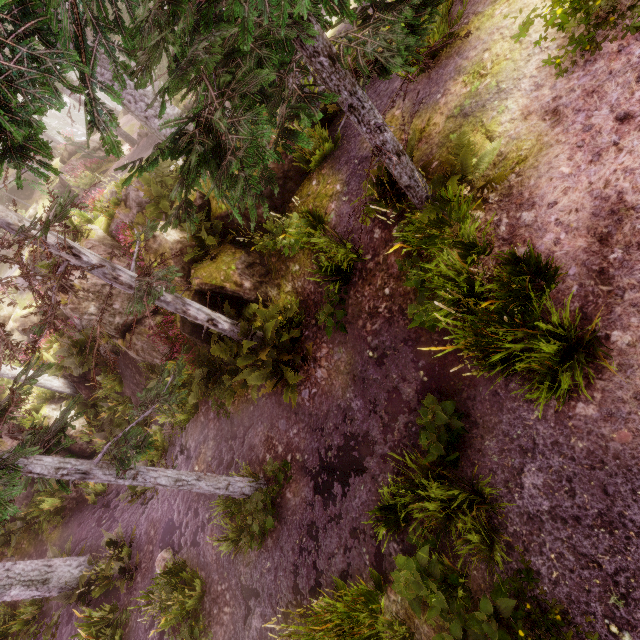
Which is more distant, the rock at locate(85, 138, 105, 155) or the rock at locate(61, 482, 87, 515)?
the rock at locate(85, 138, 105, 155)

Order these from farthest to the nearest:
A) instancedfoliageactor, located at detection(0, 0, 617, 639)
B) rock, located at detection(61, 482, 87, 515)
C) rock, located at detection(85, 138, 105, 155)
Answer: rock, located at detection(85, 138, 105, 155) → rock, located at detection(61, 482, 87, 515) → instancedfoliageactor, located at detection(0, 0, 617, 639)

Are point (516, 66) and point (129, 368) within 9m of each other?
no

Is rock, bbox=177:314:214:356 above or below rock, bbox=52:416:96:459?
above

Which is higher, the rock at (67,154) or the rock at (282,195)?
the rock at (67,154)

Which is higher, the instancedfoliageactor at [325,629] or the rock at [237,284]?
the rock at [237,284]

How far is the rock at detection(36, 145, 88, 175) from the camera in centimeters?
2089cm
